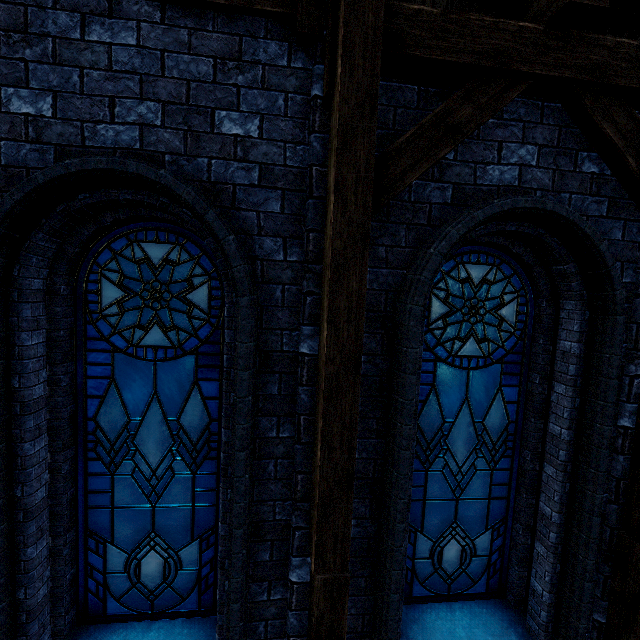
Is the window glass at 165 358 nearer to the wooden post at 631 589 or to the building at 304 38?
the building at 304 38

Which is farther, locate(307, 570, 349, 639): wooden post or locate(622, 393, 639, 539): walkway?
locate(622, 393, 639, 539): walkway

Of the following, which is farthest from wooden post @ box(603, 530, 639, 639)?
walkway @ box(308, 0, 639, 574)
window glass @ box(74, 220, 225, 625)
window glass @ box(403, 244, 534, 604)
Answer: window glass @ box(74, 220, 225, 625)

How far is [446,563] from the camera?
3.37m

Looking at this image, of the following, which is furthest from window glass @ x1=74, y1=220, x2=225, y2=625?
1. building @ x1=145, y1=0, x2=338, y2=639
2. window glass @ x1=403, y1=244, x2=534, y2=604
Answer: window glass @ x1=403, y1=244, x2=534, y2=604

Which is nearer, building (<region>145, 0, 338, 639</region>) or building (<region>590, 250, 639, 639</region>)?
building (<region>145, 0, 338, 639</region>)

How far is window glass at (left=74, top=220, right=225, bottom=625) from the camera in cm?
279

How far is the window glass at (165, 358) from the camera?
2.8m
